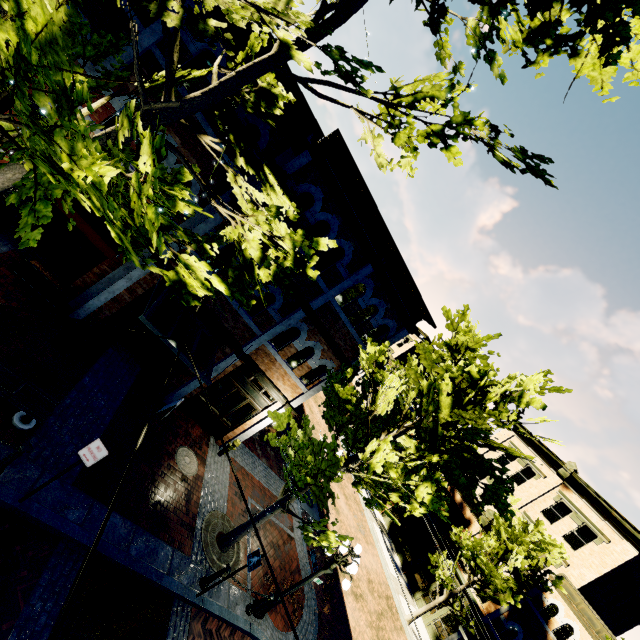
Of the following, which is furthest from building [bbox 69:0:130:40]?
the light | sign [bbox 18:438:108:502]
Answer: sign [bbox 18:438:108:502]

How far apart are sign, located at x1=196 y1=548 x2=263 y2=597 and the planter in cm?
867

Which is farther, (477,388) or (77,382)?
(77,382)

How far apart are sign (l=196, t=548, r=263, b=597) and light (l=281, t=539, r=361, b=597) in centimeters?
205cm

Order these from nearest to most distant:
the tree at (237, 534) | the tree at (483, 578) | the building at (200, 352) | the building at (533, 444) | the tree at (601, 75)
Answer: the tree at (601, 75)
the tree at (483, 578)
the tree at (237, 534)
the building at (200, 352)
the building at (533, 444)

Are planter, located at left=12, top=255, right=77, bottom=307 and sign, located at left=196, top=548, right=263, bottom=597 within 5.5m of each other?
no

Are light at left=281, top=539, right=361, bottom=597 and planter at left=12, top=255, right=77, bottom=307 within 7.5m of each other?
no

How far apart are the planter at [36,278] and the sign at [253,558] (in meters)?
8.67
